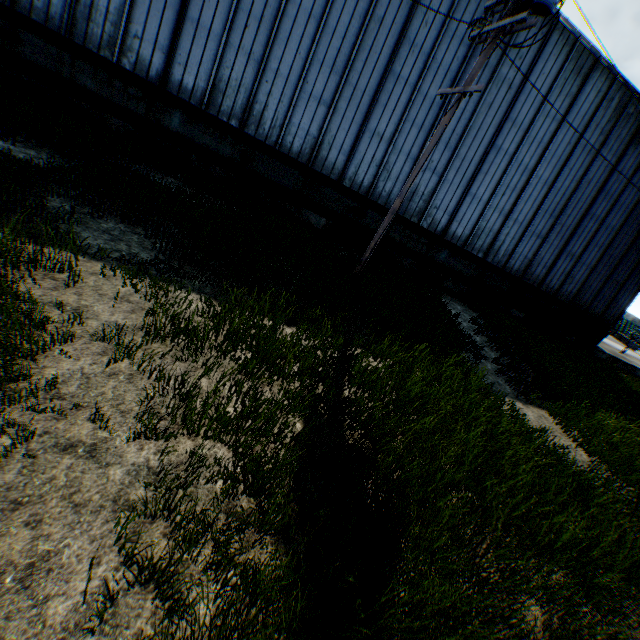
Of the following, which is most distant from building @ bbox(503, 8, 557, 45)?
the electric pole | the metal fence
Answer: the metal fence

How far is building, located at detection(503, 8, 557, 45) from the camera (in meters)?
13.16

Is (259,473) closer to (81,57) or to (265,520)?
(265,520)

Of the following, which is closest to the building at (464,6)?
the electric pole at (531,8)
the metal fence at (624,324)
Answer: the electric pole at (531,8)

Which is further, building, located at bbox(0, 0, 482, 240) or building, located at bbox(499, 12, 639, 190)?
building, located at bbox(499, 12, 639, 190)

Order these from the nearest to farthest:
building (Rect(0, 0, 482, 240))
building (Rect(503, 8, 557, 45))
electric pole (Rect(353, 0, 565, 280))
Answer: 1. electric pole (Rect(353, 0, 565, 280))
2. building (Rect(0, 0, 482, 240))
3. building (Rect(503, 8, 557, 45))

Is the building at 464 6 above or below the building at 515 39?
below
